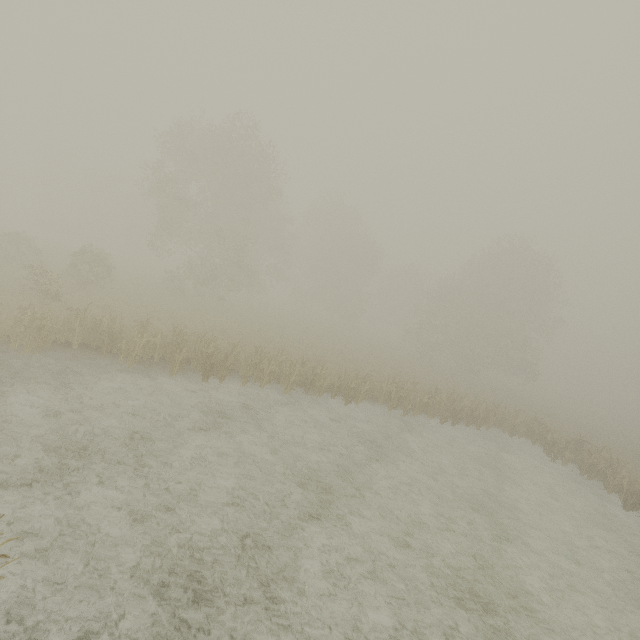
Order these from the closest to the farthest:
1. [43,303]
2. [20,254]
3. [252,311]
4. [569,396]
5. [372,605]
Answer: [372,605] < [43,303] < [20,254] < [252,311] < [569,396]
